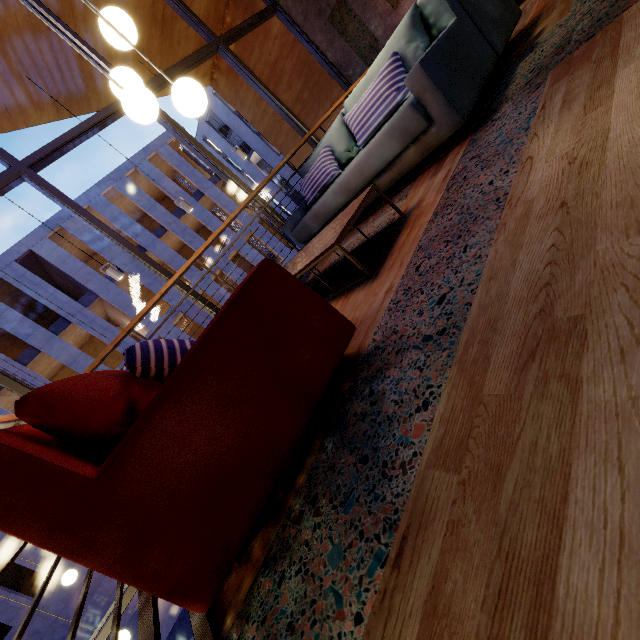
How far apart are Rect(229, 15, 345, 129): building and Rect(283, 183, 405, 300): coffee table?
5.5 meters

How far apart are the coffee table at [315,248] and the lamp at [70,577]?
5.1m

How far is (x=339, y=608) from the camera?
0.7m

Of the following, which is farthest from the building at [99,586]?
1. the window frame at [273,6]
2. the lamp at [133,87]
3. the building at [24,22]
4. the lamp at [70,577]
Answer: the lamp at [133,87]

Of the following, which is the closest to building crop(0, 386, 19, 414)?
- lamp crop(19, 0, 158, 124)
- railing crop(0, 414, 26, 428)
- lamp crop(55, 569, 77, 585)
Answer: lamp crop(55, 569, 77, 585)

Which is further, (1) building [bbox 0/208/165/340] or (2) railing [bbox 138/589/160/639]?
(1) building [bbox 0/208/165/340]

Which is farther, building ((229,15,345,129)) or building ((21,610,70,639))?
building ((21,610,70,639))

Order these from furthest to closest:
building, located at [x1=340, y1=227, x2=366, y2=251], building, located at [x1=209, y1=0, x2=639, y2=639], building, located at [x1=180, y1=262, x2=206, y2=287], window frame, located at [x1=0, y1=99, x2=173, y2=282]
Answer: building, located at [x1=180, y1=262, x2=206, y2=287] → window frame, located at [x1=0, y1=99, x2=173, y2=282] → building, located at [x1=340, y1=227, x2=366, y2=251] → building, located at [x1=209, y1=0, x2=639, y2=639]
